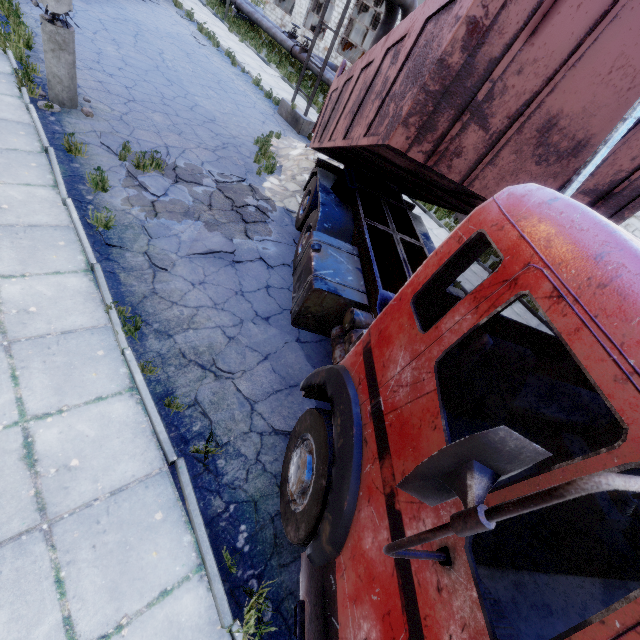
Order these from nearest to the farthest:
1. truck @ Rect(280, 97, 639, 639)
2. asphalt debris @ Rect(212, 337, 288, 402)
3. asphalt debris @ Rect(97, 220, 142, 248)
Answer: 1. truck @ Rect(280, 97, 639, 639)
2. asphalt debris @ Rect(212, 337, 288, 402)
3. asphalt debris @ Rect(97, 220, 142, 248)

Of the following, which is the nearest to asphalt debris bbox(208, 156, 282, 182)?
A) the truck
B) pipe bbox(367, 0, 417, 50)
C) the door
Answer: the truck

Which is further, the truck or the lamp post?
the lamp post

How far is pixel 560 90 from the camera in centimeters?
287cm

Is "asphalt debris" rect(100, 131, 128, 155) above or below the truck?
below

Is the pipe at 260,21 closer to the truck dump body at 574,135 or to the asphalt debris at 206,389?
the truck dump body at 574,135

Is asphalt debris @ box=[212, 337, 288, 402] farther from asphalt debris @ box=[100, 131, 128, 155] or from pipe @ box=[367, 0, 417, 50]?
pipe @ box=[367, 0, 417, 50]

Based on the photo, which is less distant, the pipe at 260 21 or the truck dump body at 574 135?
the truck dump body at 574 135
